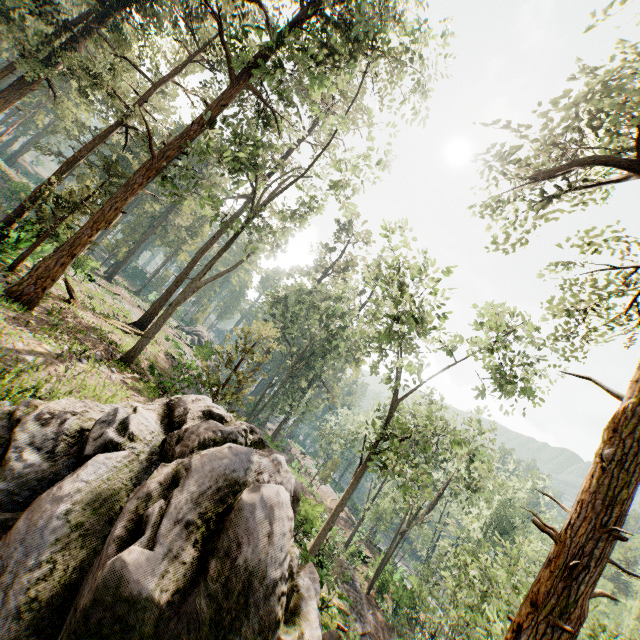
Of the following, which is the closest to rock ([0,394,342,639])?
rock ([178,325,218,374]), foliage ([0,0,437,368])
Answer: foliage ([0,0,437,368])

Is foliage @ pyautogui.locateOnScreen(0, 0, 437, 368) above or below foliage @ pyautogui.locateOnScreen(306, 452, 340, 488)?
above

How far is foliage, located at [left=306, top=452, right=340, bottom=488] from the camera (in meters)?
40.50

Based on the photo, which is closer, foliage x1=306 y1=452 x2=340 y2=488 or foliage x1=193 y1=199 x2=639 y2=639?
foliage x1=193 y1=199 x2=639 y2=639

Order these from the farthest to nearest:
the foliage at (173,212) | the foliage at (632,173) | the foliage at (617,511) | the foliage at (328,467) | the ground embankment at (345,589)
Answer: the foliage at (328,467)
the ground embankment at (345,589)
the foliage at (173,212)
the foliage at (632,173)
the foliage at (617,511)

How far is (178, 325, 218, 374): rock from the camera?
29.2 meters

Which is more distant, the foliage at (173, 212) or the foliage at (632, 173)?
the foliage at (173, 212)

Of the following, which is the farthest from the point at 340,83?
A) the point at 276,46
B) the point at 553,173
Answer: the point at 553,173
